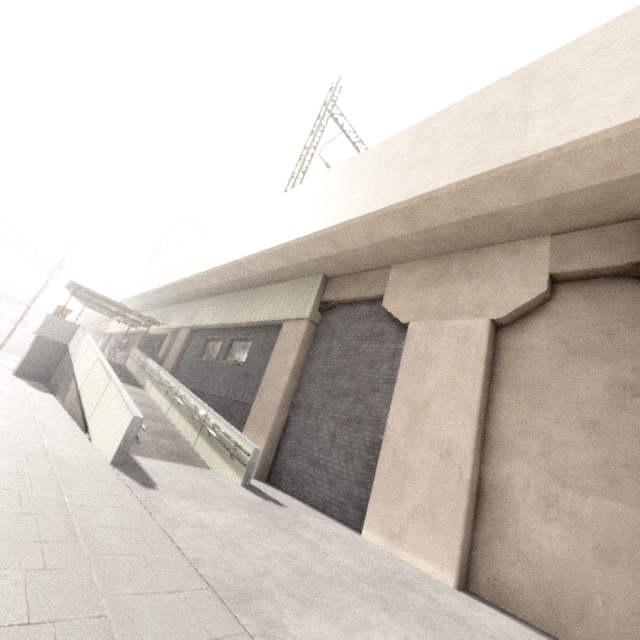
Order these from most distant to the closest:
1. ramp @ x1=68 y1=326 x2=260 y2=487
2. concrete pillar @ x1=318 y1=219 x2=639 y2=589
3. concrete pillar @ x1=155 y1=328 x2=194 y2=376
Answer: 1. concrete pillar @ x1=155 y1=328 x2=194 y2=376
2. ramp @ x1=68 y1=326 x2=260 y2=487
3. concrete pillar @ x1=318 y1=219 x2=639 y2=589

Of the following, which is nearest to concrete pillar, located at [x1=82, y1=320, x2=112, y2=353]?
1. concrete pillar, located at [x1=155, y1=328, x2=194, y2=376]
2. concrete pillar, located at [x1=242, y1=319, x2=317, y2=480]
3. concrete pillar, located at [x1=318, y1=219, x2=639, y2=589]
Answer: concrete pillar, located at [x1=155, y1=328, x2=194, y2=376]

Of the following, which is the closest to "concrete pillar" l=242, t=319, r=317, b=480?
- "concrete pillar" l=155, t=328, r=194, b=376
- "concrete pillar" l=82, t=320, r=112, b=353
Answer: "concrete pillar" l=155, t=328, r=194, b=376

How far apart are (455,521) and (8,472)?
6.8 meters

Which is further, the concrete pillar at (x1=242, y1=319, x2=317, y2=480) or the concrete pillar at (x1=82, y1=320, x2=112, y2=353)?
the concrete pillar at (x1=82, y1=320, x2=112, y2=353)

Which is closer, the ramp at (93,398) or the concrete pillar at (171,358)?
the ramp at (93,398)

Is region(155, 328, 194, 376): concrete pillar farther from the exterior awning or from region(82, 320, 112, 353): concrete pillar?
region(82, 320, 112, 353): concrete pillar

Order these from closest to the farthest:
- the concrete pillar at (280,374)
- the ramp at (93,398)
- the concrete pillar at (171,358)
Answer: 1. the ramp at (93,398)
2. the concrete pillar at (280,374)
3. the concrete pillar at (171,358)
